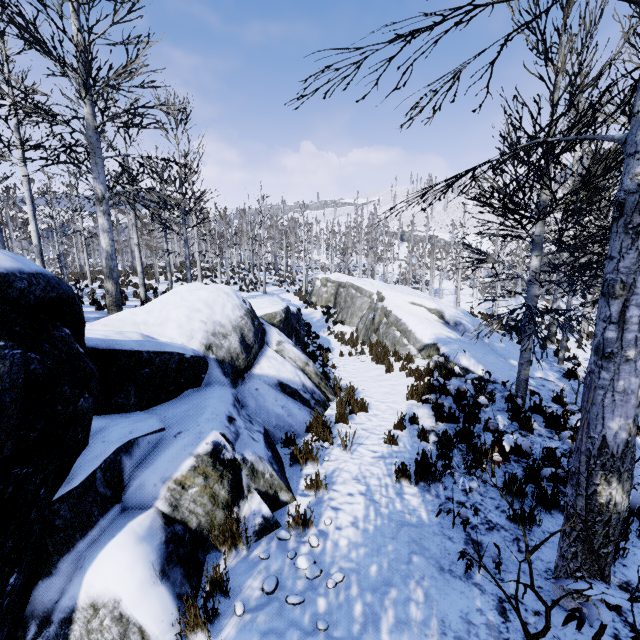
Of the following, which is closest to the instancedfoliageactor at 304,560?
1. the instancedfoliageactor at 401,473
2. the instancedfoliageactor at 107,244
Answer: the instancedfoliageactor at 401,473

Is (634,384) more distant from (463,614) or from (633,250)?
(463,614)

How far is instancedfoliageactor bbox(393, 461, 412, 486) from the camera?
4.3 meters

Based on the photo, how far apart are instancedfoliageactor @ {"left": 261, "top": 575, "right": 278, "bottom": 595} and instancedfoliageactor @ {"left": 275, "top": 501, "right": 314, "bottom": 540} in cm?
44

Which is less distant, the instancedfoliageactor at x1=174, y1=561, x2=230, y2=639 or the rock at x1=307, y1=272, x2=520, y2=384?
the instancedfoliageactor at x1=174, y1=561, x2=230, y2=639

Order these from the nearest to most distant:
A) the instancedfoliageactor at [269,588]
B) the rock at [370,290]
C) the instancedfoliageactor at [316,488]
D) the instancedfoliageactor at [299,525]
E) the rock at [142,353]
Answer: the rock at [142,353] < the instancedfoliageactor at [269,588] < the instancedfoliageactor at [299,525] < the instancedfoliageactor at [316,488] < the rock at [370,290]

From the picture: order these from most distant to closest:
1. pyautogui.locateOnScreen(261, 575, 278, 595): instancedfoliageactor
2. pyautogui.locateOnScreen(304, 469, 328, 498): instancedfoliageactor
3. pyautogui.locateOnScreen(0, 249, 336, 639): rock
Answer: pyautogui.locateOnScreen(304, 469, 328, 498): instancedfoliageactor → pyautogui.locateOnScreen(261, 575, 278, 595): instancedfoliageactor → pyautogui.locateOnScreen(0, 249, 336, 639): rock

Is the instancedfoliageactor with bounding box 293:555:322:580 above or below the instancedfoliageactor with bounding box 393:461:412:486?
above
